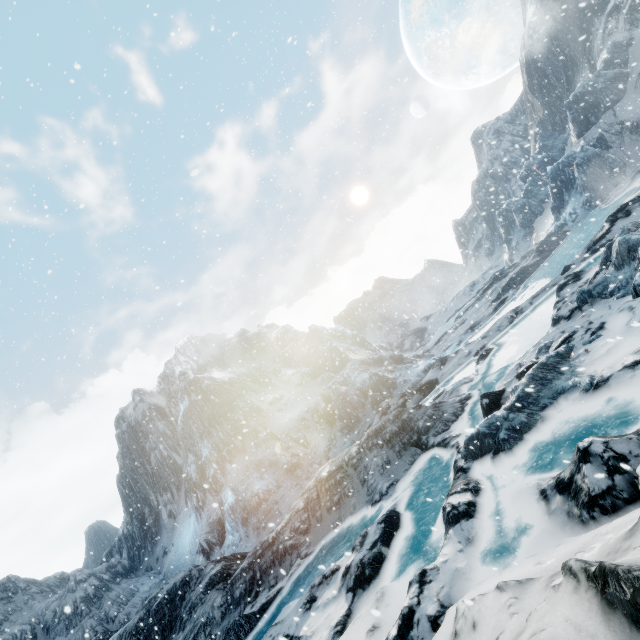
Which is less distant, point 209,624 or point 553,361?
point 553,361
